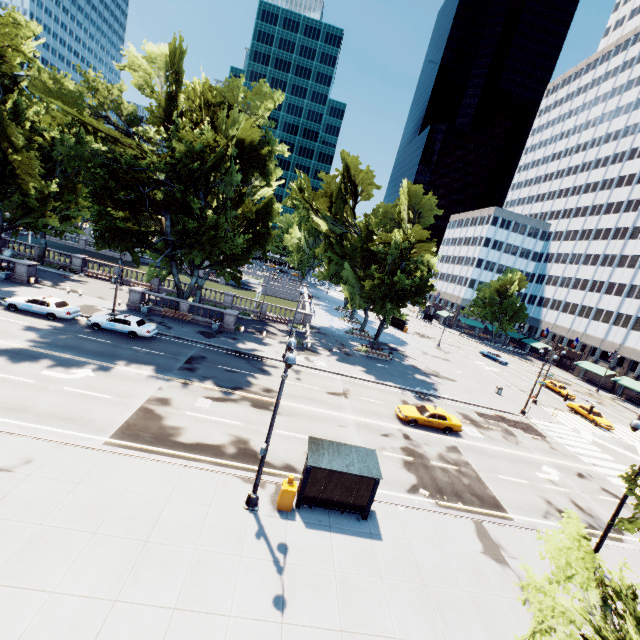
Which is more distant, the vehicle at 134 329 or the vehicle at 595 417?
the vehicle at 595 417

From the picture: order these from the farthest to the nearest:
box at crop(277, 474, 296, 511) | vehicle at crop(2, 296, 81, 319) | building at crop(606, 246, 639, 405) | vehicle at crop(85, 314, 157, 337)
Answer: building at crop(606, 246, 639, 405) → vehicle at crop(85, 314, 157, 337) → vehicle at crop(2, 296, 81, 319) → box at crop(277, 474, 296, 511)

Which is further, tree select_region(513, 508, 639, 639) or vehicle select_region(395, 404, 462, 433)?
vehicle select_region(395, 404, 462, 433)

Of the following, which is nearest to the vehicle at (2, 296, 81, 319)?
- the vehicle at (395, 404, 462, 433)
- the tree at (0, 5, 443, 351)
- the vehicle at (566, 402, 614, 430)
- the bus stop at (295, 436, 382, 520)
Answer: the tree at (0, 5, 443, 351)

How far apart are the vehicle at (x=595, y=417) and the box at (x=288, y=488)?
40.4 meters

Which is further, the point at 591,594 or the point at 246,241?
the point at 246,241

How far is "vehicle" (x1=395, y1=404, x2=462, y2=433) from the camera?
24.8 meters
